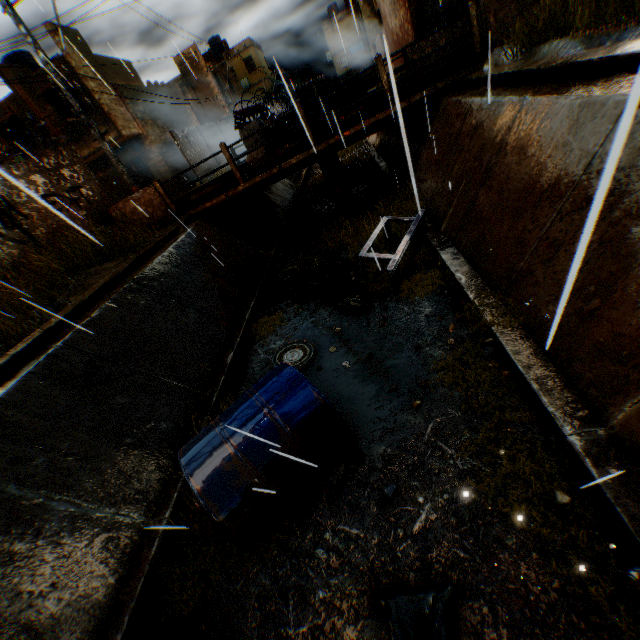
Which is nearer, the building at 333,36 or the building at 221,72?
the building at 333,36

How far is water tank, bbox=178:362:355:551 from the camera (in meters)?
3.55

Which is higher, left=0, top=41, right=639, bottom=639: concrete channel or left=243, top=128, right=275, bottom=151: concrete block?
left=243, top=128, right=275, bottom=151: concrete block

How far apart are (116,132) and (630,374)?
22.4m

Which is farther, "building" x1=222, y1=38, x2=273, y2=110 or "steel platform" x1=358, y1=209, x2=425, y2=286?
"building" x1=222, y1=38, x2=273, y2=110

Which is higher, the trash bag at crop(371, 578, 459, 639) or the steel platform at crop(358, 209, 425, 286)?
the steel platform at crop(358, 209, 425, 286)

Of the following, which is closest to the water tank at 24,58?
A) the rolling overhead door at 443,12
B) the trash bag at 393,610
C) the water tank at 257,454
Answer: the rolling overhead door at 443,12

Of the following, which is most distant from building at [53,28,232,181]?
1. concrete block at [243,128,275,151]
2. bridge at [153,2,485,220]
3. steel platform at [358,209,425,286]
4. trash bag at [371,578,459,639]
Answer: trash bag at [371,578,459,639]
